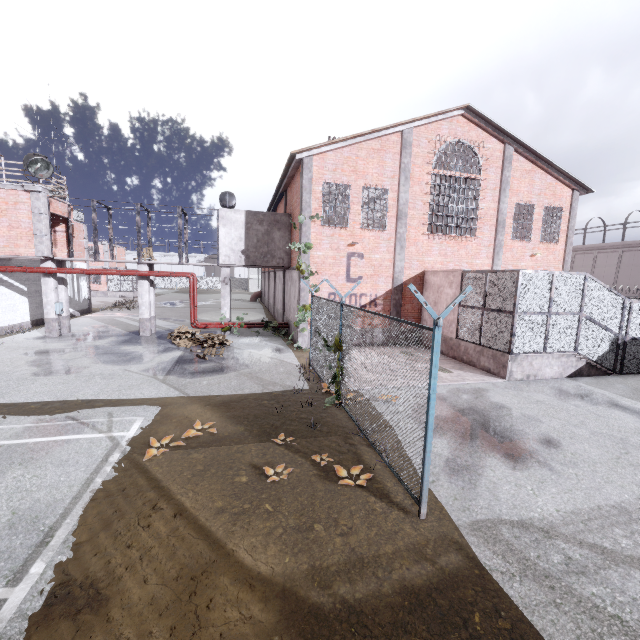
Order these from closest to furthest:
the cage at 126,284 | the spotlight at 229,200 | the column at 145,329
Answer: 1. the column at 145,329
2. the spotlight at 229,200
3. the cage at 126,284

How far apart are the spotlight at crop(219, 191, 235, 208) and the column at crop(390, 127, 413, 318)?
9.6m

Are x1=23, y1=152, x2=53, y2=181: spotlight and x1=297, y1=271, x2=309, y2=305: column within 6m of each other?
no

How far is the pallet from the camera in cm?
1450

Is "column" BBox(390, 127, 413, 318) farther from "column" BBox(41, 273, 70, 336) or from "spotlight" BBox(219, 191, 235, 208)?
"column" BBox(41, 273, 70, 336)

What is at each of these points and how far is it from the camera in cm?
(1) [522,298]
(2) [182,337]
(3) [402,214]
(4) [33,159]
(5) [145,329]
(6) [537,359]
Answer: (1) metal cage, 1138
(2) pallet, 1608
(3) column, 1616
(4) spotlight, 1470
(5) column, 1767
(6) stair, 1191

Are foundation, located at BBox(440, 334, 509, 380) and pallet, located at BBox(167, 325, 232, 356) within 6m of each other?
no

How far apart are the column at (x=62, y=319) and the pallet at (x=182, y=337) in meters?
5.8
